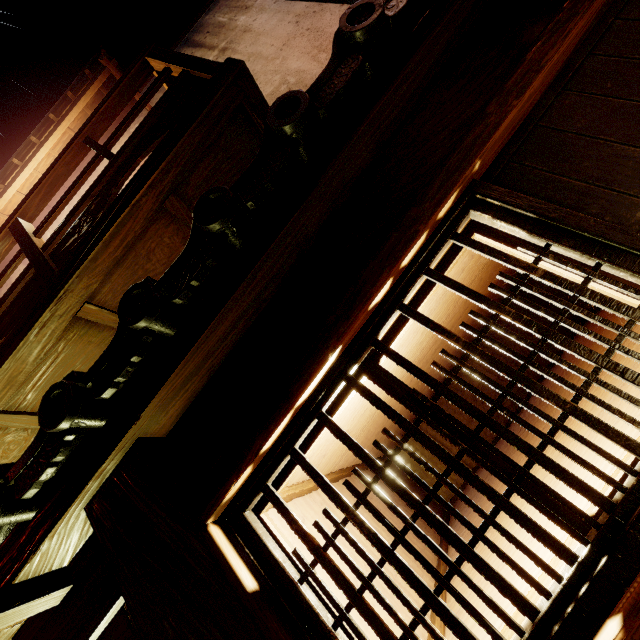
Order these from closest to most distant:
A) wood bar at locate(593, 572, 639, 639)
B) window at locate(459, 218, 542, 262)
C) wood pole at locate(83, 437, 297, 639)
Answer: wood bar at locate(593, 572, 639, 639), wood pole at locate(83, 437, 297, 639), window at locate(459, 218, 542, 262)

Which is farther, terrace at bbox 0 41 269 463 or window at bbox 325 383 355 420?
terrace at bbox 0 41 269 463

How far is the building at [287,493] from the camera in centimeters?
409cm

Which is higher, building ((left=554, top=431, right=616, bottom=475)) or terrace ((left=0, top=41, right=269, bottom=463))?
terrace ((left=0, top=41, right=269, bottom=463))

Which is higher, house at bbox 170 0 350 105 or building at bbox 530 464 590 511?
house at bbox 170 0 350 105

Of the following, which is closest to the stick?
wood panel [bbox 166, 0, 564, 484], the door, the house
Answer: the door

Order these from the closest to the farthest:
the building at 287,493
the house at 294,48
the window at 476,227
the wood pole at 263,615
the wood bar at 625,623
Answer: the wood bar at 625,623, the wood pole at 263,615, the window at 476,227, the building at 287,493, the house at 294,48

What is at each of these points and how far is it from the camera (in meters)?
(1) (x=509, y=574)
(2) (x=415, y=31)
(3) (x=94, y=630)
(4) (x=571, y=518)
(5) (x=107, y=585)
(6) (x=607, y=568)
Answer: (1) building, 3.17
(2) wood bar, 2.89
(3) door frame, 2.48
(4) window, 1.95
(5) wood panel, 2.81
(6) window grill, 1.69
